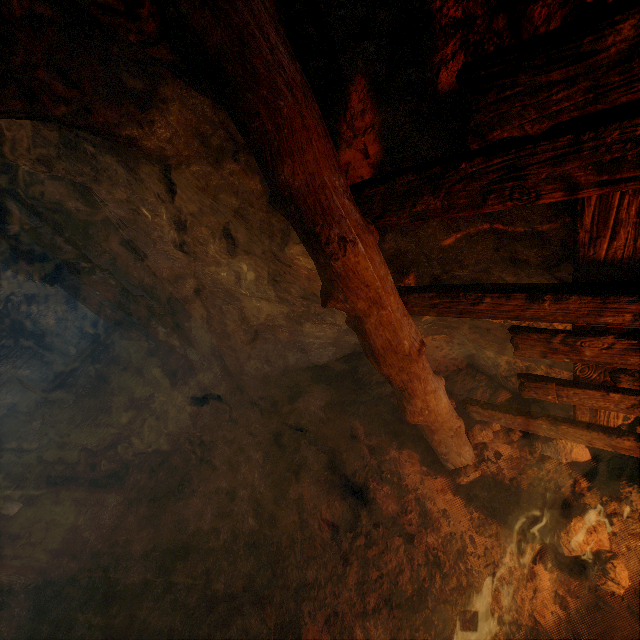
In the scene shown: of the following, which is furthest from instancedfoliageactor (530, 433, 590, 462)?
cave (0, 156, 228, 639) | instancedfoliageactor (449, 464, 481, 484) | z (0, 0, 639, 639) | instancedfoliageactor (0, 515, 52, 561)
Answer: instancedfoliageactor (0, 515, 52, 561)

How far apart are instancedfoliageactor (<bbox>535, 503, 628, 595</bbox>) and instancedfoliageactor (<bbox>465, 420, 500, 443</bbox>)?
0.76m

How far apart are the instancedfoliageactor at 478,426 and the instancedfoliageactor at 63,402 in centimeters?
1012cm

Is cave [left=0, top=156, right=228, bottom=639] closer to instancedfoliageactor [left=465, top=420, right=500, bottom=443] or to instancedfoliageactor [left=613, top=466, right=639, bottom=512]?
instancedfoliageactor [left=465, top=420, right=500, bottom=443]

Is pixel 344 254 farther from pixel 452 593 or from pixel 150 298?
pixel 150 298

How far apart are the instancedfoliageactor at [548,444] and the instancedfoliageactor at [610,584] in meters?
0.4 m

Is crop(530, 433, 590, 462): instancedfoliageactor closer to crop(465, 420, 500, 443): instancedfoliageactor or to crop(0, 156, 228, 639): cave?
crop(465, 420, 500, 443): instancedfoliageactor

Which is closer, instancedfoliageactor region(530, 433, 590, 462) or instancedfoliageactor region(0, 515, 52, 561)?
instancedfoliageactor region(530, 433, 590, 462)
